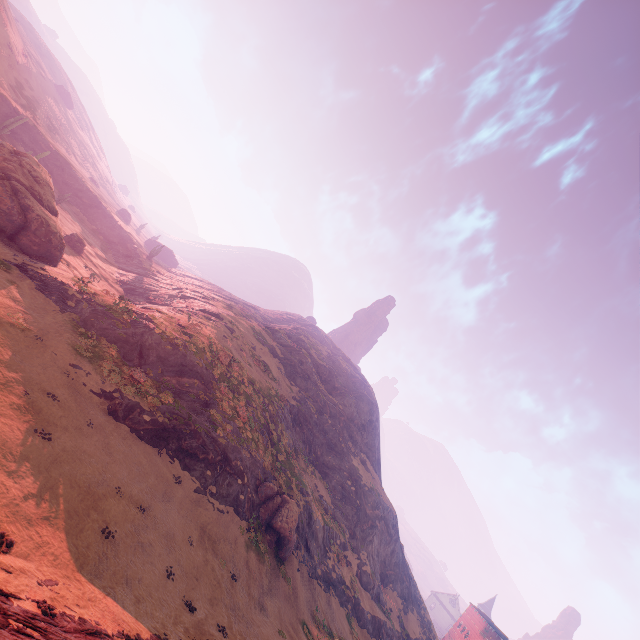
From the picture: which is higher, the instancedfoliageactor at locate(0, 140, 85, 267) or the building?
the building

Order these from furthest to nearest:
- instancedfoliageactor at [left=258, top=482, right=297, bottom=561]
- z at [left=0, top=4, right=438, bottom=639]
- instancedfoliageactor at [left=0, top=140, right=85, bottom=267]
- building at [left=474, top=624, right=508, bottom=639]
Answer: building at [left=474, top=624, right=508, bottom=639] < instancedfoliageactor at [left=258, top=482, right=297, bottom=561] < instancedfoliageactor at [left=0, top=140, right=85, bottom=267] < z at [left=0, top=4, right=438, bottom=639]

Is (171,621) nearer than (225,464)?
Yes

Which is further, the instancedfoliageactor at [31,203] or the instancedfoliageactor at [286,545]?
the instancedfoliageactor at [286,545]

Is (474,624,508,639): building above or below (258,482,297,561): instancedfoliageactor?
above

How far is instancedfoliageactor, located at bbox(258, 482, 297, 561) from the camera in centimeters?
2508cm

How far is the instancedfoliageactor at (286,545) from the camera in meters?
25.1 m

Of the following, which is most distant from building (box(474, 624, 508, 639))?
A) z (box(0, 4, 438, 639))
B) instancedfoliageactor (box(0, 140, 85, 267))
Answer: instancedfoliageactor (box(0, 140, 85, 267))
